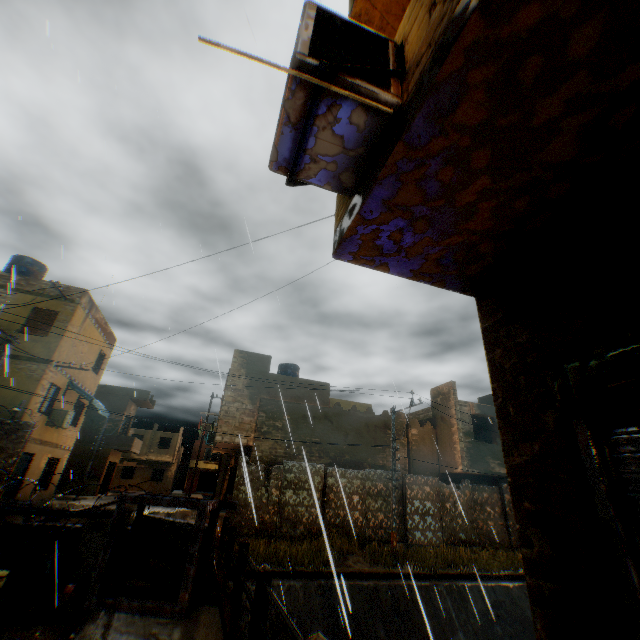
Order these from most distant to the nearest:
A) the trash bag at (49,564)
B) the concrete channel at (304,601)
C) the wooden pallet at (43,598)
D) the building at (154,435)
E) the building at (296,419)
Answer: the building at (154,435)
the building at (296,419)
the concrete channel at (304,601)
the trash bag at (49,564)
the wooden pallet at (43,598)

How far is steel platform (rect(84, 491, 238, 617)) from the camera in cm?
514

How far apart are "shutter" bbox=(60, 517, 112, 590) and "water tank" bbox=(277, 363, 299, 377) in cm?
1568

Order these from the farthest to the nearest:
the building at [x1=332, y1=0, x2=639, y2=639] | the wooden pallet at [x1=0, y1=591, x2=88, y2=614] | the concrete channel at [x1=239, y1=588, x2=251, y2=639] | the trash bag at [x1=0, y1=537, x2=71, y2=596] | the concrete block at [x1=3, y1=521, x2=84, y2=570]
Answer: the concrete channel at [x1=239, y1=588, x2=251, y2=639] → the concrete block at [x1=3, y1=521, x2=84, y2=570] → the trash bag at [x1=0, y1=537, x2=71, y2=596] → the wooden pallet at [x1=0, y1=591, x2=88, y2=614] → the building at [x1=332, y1=0, x2=639, y2=639]

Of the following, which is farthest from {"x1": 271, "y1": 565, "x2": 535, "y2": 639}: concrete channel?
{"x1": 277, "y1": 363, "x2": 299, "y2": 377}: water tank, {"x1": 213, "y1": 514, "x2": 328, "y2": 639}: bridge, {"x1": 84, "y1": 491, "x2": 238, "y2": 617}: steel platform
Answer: {"x1": 277, "y1": 363, "x2": 299, "y2": 377}: water tank

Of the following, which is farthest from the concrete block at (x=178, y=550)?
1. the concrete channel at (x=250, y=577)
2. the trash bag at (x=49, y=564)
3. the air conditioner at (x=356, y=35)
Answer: the air conditioner at (x=356, y=35)

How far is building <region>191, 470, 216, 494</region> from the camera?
48.7 meters

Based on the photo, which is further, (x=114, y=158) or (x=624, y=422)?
(x=114, y=158)
